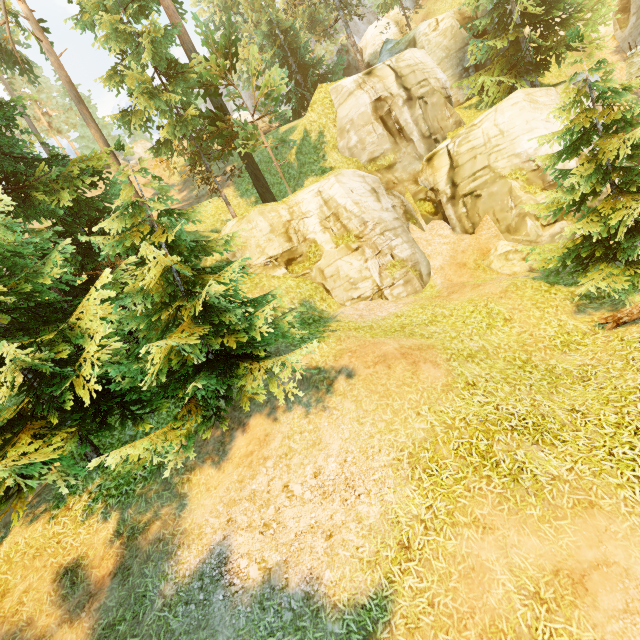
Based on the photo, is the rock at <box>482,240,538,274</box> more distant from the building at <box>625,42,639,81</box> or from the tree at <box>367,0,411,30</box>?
the building at <box>625,42,639,81</box>

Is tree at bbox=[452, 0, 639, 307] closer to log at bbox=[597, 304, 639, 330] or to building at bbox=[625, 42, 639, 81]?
log at bbox=[597, 304, 639, 330]

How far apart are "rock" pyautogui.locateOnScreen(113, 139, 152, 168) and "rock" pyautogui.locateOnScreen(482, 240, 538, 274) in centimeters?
4107cm

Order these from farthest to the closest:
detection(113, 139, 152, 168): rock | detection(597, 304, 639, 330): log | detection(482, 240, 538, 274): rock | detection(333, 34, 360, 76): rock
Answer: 1. detection(333, 34, 360, 76): rock
2. detection(113, 139, 152, 168): rock
3. detection(482, 240, 538, 274): rock
4. detection(597, 304, 639, 330): log

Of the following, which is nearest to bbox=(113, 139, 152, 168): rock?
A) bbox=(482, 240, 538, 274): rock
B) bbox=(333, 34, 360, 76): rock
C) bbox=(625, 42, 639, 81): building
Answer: bbox=(333, 34, 360, 76): rock

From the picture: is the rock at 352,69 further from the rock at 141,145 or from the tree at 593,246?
the rock at 141,145

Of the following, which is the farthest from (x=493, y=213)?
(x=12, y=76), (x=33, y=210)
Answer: (x=12, y=76)

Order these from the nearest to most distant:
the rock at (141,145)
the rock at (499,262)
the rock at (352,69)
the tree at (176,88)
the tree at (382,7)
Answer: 1. the tree at (176,88)
2. the rock at (499,262)
3. the tree at (382,7)
4. the rock at (141,145)
5. the rock at (352,69)
